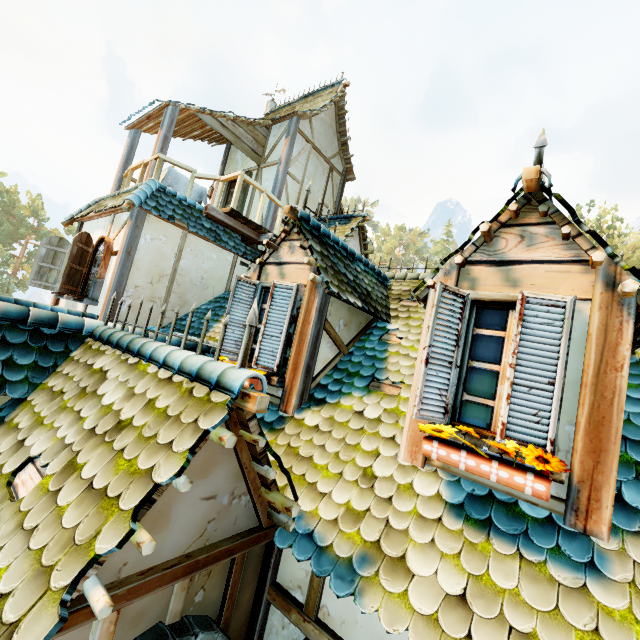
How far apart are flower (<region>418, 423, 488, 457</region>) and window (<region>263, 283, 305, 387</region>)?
1.9 meters

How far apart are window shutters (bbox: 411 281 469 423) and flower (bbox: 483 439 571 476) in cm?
9

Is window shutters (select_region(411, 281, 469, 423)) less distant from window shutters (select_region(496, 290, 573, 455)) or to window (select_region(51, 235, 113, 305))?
window shutters (select_region(496, 290, 573, 455))

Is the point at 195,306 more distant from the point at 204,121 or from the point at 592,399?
the point at 592,399

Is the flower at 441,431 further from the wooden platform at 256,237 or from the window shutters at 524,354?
the wooden platform at 256,237

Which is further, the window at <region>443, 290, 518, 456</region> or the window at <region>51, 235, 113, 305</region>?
the window at <region>51, 235, 113, 305</region>

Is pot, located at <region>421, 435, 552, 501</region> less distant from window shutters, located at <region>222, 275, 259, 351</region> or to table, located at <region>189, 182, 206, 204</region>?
window shutters, located at <region>222, 275, 259, 351</region>

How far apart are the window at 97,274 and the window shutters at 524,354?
7.6m
